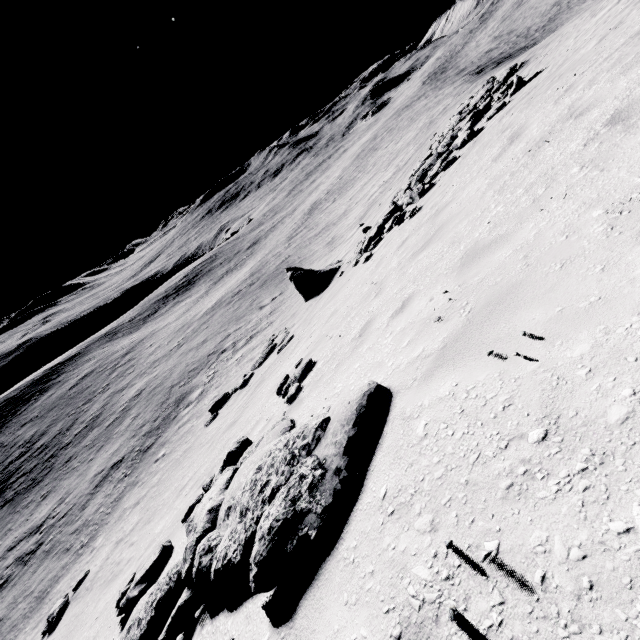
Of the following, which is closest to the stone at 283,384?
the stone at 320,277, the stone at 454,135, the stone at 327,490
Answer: the stone at 327,490

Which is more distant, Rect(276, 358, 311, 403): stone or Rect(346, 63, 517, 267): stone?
Rect(346, 63, 517, 267): stone

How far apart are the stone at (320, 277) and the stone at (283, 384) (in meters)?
10.33

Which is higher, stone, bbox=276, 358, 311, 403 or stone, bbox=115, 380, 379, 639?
stone, bbox=115, 380, 379, 639

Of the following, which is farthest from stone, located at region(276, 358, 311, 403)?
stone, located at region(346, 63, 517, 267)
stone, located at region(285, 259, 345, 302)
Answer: stone, located at region(285, 259, 345, 302)

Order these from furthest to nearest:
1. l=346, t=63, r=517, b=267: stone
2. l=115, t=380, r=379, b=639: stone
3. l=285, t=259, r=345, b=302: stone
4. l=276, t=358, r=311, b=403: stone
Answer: l=285, t=259, r=345, b=302: stone, l=346, t=63, r=517, b=267: stone, l=276, t=358, r=311, b=403: stone, l=115, t=380, r=379, b=639: stone

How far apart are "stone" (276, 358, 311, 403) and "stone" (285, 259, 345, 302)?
10.3m

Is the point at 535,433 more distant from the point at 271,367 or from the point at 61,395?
the point at 61,395
